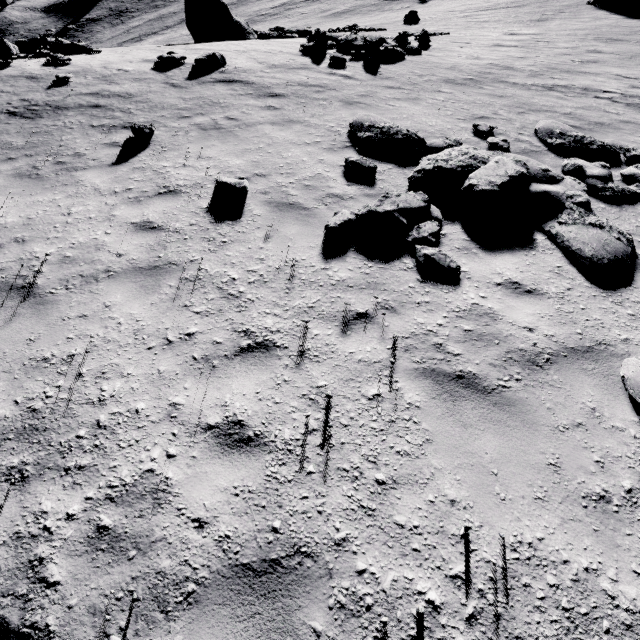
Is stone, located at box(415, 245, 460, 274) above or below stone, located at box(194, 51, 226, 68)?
below

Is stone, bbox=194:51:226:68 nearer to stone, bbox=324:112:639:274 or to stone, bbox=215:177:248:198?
stone, bbox=324:112:639:274

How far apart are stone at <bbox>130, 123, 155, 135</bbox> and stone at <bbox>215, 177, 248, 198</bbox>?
3.2m

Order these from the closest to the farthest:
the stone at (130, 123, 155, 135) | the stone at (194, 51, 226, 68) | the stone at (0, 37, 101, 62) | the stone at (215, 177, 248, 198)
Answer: the stone at (215, 177, 248, 198)
the stone at (130, 123, 155, 135)
the stone at (194, 51, 226, 68)
the stone at (0, 37, 101, 62)

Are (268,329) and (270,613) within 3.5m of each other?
yes

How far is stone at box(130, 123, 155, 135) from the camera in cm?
752

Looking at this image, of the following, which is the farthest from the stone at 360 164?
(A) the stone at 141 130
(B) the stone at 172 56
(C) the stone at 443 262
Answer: (B) the stone at 172 56

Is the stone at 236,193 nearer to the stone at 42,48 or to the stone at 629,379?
the stone at 629,379
